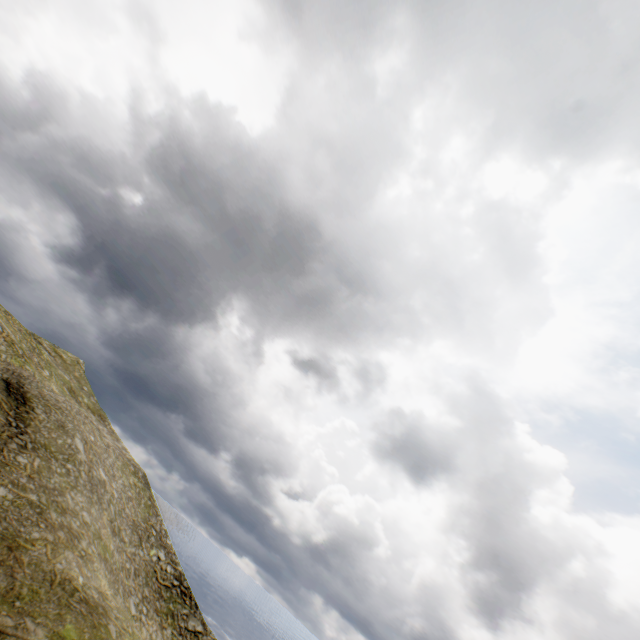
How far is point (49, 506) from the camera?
21.7m
